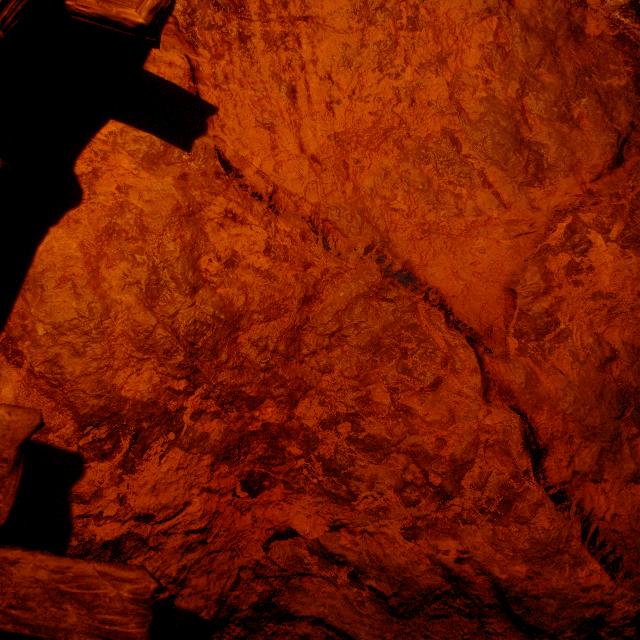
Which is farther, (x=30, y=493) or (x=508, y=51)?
(x=508, y=51)
